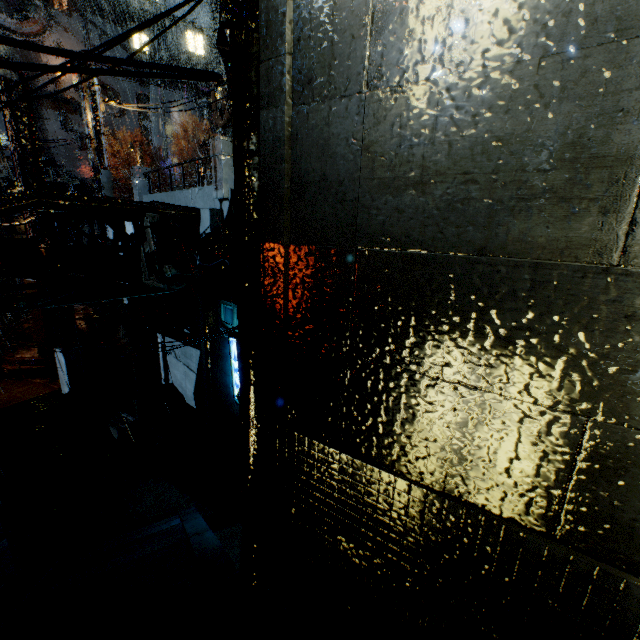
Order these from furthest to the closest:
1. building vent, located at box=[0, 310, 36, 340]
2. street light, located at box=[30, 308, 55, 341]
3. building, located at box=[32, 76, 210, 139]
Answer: A: building, located at box=[32, 76, 210, 139] < building vent, located at box=[0, 310, 36, 340] < street light, located at box=[30, 308, 55, 341]

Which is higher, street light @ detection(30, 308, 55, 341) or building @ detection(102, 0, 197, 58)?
building @ detection(102, 0, 197, 58)

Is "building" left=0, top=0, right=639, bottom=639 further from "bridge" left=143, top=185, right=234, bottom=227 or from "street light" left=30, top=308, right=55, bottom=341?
"street light" left=30, top=308, right=55, bottom=341

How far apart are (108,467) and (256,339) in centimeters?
1340cm

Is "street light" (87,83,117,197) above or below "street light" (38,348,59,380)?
above

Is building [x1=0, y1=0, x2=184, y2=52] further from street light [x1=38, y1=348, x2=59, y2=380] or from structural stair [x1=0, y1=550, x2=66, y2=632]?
street light [x1=38, y1=348, x2=59, y2=380]

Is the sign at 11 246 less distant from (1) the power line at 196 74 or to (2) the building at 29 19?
(2) the building at 29 19

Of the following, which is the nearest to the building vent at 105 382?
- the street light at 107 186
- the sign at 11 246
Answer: the street light at 107 186
